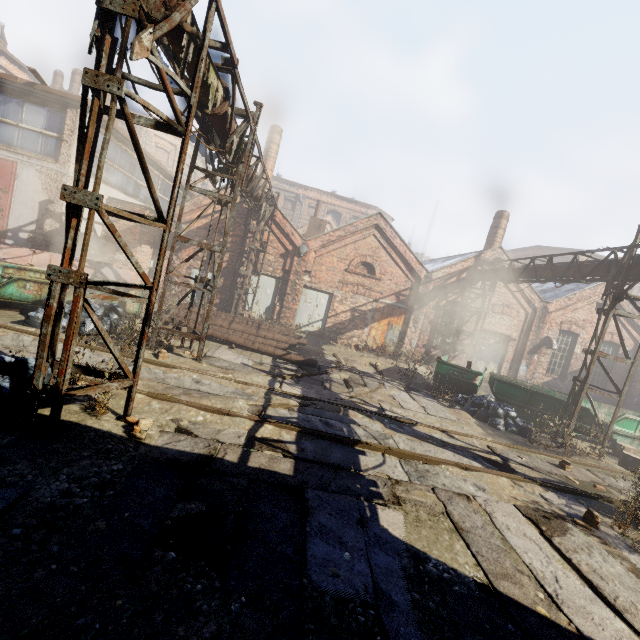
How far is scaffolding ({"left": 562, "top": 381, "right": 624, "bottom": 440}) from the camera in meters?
9.7

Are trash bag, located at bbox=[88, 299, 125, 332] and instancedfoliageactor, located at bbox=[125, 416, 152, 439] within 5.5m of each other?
yes

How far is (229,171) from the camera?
9.1m

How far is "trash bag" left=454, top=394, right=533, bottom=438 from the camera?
10.3m

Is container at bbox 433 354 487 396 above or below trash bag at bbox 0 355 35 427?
above

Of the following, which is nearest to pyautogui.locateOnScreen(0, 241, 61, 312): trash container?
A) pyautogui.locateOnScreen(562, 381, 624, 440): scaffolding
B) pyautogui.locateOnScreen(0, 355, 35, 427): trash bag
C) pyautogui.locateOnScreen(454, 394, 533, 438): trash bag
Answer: pyautogui.locateOnScreen(0, 355, 35, 427): trash bag

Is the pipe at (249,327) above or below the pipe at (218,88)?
below

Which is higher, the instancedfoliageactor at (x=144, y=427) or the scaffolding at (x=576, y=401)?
the scaffolding at (x=576, y=401)
